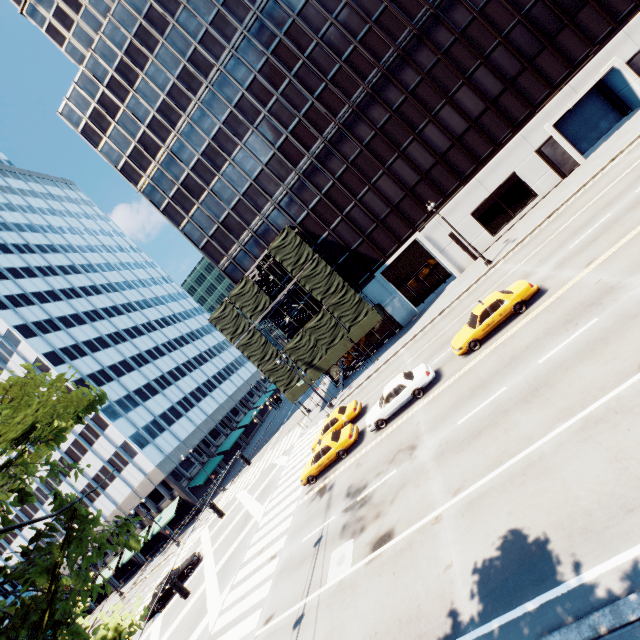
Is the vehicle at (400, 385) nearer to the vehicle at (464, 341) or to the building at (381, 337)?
the vehicle at (464, 341)

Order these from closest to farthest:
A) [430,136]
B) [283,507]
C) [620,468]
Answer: [620,468]
[283,507]
[430,136]

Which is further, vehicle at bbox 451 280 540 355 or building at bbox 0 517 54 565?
building at bbox 0 517 54 565

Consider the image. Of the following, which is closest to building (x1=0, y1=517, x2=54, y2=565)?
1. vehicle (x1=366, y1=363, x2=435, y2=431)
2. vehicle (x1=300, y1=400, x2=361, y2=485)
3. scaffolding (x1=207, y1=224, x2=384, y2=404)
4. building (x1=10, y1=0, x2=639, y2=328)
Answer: scaffolding (x1=207, y1=224, x2=384, y2=404)

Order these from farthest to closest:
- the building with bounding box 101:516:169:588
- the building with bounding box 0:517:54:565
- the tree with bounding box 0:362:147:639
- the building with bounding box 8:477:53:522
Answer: the building with bounding box 0:517:54:565, the building with bounding box 8:477:53:522, the building with bounding box 101:516:169:588, the tree with bounding box 0:362:147:639

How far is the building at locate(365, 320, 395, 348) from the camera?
35.0m

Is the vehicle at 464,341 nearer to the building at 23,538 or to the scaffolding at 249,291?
the scaffolding at 249,291

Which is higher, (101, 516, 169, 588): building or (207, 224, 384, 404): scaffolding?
(207, 224, 384, 404): scaffolding
